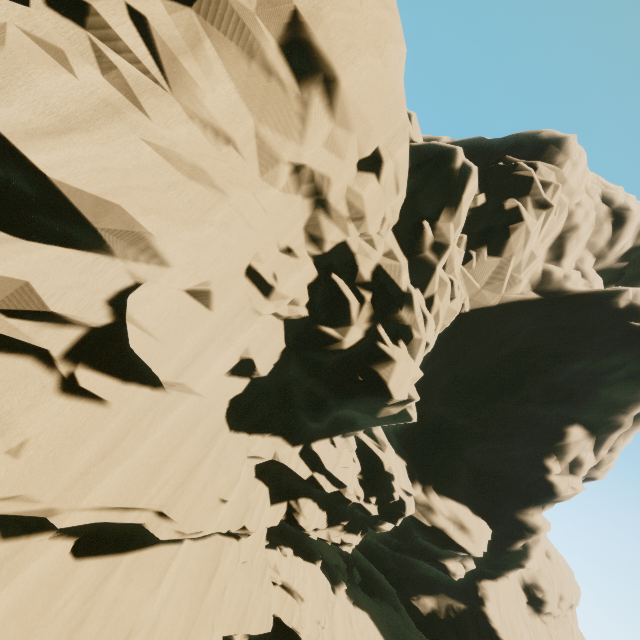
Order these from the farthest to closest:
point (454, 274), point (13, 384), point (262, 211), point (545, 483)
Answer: point (545, 483)
point (454, 274)
point (262, 211)
point (13, 384)
